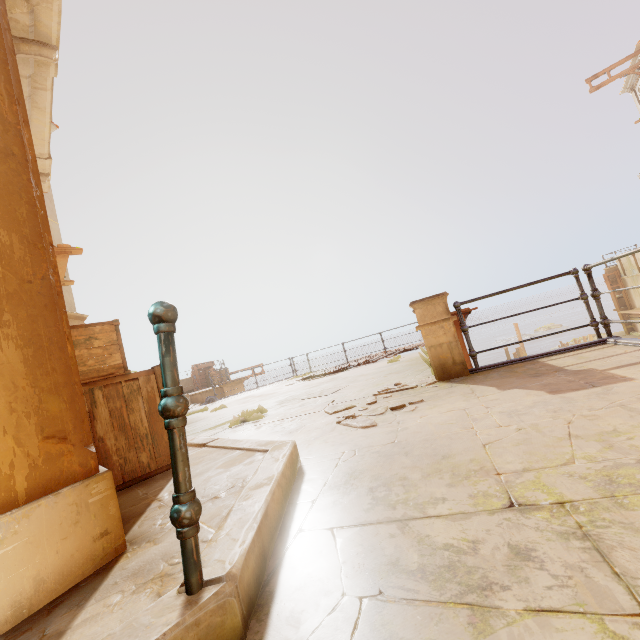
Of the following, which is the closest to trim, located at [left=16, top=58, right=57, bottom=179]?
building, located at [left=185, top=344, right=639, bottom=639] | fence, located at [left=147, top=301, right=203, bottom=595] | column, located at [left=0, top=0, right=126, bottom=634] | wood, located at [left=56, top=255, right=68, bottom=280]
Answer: column, located at [left=0, top=0, right=126, bottom=634]

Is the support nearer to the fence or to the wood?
the fence

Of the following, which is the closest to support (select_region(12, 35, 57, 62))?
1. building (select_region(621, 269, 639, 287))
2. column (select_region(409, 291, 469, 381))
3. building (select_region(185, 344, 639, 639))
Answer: building (select_region(185, 344, 639, 639))

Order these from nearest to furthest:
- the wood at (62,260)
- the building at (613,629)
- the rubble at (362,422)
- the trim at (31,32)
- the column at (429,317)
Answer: the building at (613,629), the trim at (31,32), the rubble at (362,422), the column at (429,317), the wood at (62,260)

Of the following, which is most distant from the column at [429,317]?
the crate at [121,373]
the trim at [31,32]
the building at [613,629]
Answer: the trim at [31,32]

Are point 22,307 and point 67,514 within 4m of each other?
yes

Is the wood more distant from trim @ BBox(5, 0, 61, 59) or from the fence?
the fence
